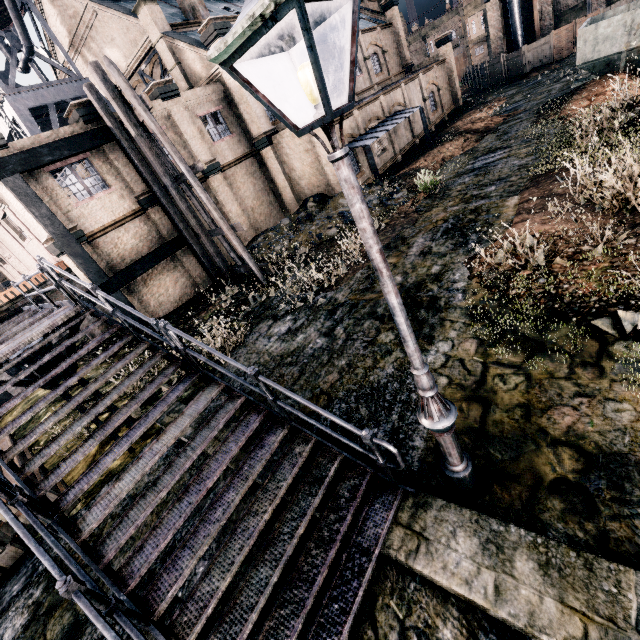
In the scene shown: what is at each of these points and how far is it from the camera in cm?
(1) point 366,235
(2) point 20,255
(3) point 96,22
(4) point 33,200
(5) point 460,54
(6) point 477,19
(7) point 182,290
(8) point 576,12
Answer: (1) street light, 270
(2) building, 2302
(3) building, 2314
(4) building structure, 1404
(5) water tank, 5488
(6) building, 5034
(7) building, 1969
(8) building, 3541

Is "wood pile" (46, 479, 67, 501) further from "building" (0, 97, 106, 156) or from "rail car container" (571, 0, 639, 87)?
"rail car container" (571, 0, 639, 87)

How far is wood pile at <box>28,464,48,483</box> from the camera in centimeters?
790cm

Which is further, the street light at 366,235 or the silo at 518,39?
the silo at 518,39

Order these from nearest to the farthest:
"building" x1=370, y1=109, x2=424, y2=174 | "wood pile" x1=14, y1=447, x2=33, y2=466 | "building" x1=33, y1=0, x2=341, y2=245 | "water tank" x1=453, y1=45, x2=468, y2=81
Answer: "wood pile" x1=14, y1=447, x2=33, y2=466 < "building" x1=33, y1=0, x2=341, y2=245 < "building" x1=370, y1=109, x2=424, y2=174 < "water tank" x1=453, y1=45, x2=468, y2=81

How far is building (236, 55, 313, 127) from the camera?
19.1 meters

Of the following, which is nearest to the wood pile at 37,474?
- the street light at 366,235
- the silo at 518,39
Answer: the street light at 366,235

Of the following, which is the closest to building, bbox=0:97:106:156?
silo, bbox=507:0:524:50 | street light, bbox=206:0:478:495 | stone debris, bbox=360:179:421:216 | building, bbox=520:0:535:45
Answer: stone debris, bbox=360:179:421:216
